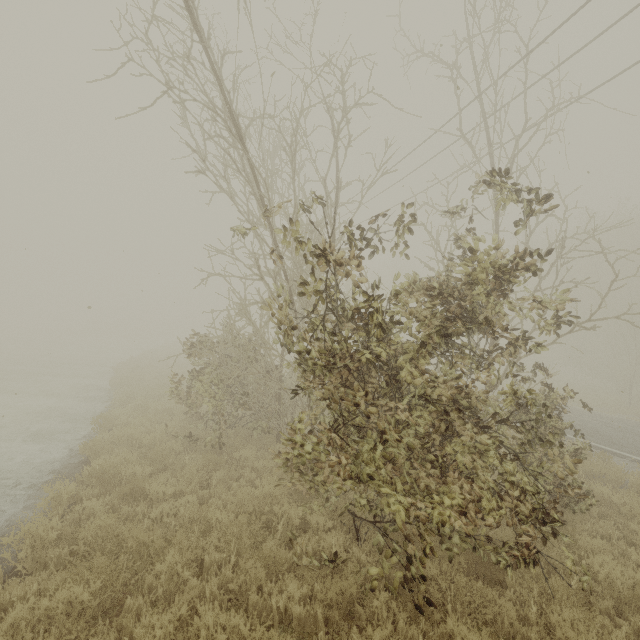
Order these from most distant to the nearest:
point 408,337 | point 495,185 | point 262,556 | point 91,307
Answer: point 408,337 < point 91,307 < point 262,556 < point 495,185

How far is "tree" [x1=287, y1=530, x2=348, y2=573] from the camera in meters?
4.3

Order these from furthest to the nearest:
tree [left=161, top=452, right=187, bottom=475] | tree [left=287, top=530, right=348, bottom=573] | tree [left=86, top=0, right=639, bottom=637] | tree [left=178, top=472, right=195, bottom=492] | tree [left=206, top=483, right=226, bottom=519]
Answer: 1. tree [left=161, top=452, right=187, bottom=475]
2. tree [left=178, top=472, right=195, bottom=492]
3. tree [left=206, top=483, right=226, bottom=519]
4. tree [left=287, top=530, right=348, bottom=573]
5. tree [left=86, top=0, right=639, bottom=637]

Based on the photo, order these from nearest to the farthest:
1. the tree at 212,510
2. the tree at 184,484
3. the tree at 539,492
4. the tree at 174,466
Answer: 1. the tree at 539,492
2. the tree at 212,510
3. the tree at 184,484
4. the tree at 174,466

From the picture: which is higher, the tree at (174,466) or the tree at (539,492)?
the tree at (539,492)

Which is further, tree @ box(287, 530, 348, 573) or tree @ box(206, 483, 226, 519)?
tree @ box(206, 483, 226, 519)
